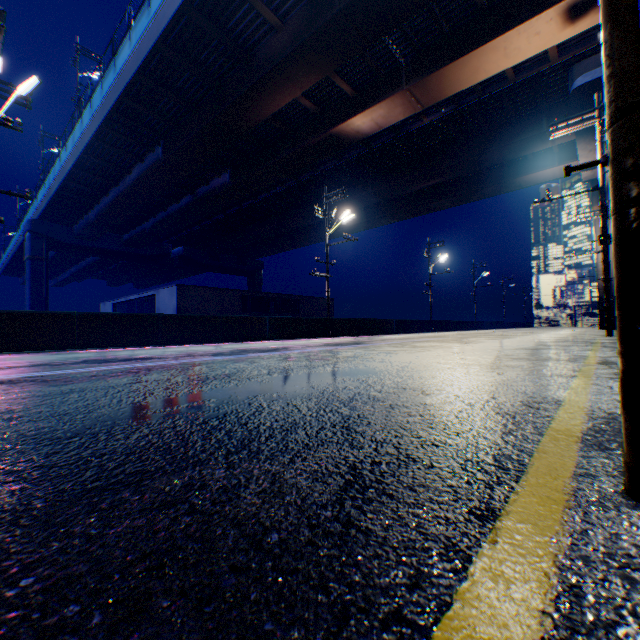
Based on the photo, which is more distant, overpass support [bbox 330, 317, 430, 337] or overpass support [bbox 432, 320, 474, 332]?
overpass support [bbox 432, 320, 474, 332]

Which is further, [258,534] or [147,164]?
[147,164]

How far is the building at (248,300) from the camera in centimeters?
2489cm

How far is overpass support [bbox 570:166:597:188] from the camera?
25.7 meters

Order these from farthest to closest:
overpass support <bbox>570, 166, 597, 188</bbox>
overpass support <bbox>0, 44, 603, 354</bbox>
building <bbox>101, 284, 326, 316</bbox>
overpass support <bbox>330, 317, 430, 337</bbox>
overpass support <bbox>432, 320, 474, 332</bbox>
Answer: overpass support <bbox>432, 320, 474, 332</bbox> → overpass support <bbox>570, 166, 597, 188</bbox> → building <bbox>101, 284, 326, 316</bbox> → overpass support <bbox>330, 317, 430, 337</bbox> → overpass support <bbox>0, 44, 603, 354</bbox>

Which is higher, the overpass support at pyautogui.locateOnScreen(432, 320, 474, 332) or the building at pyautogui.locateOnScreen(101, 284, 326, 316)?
the building at pyautogui.locateOnScreen(101, 284, 326, 316)

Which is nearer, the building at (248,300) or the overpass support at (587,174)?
the building at (248,300)
